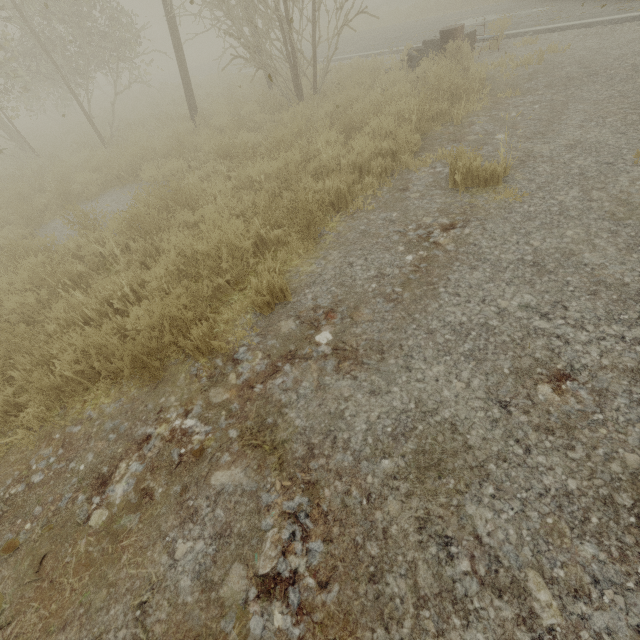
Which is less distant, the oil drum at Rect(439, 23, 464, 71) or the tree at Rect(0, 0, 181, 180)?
the oil drum at Rect(439, 23, 464, 71)

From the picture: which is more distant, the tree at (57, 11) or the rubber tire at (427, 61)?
the tree at (57, 11)

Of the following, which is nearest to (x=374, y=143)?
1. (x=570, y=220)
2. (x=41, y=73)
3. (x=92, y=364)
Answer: (x=570, y=220)

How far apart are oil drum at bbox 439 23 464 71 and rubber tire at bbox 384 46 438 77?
0.0m

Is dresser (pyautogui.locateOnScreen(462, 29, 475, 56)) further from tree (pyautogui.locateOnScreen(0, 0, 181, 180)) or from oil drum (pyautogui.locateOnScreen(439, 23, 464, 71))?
tree (pyautogui.locateOnScreen(0, 0, 181, 180))

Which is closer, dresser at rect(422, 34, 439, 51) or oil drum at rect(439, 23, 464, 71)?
oil drum at rect(439, 23, 464, 71)

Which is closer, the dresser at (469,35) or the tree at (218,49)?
the tree at (218,49)

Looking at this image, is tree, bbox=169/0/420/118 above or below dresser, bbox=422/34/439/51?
above
